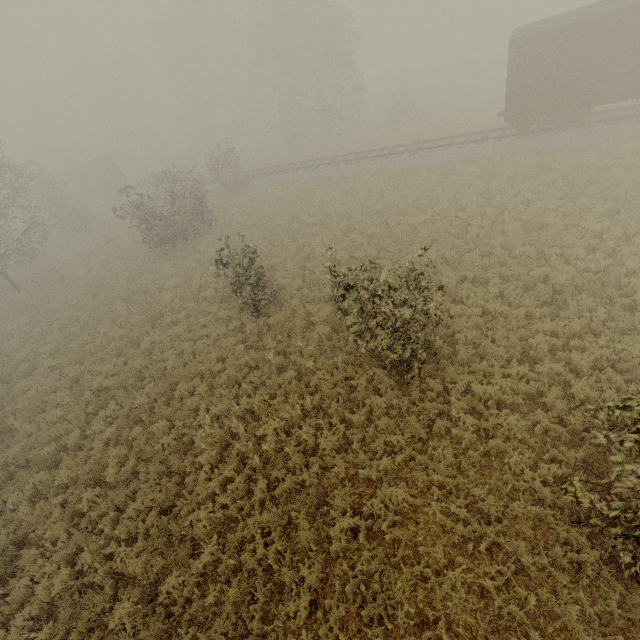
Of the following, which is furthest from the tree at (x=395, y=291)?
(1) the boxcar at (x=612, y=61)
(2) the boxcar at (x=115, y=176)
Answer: (2) the boxcar at (x=115, y=176)

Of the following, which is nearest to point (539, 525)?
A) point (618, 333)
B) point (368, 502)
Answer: point (368, 502)

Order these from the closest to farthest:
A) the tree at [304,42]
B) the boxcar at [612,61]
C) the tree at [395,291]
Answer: the tree at [395,291]
the boxcar at [612,61]
the tree at [304,42]

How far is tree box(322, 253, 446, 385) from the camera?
7.2m

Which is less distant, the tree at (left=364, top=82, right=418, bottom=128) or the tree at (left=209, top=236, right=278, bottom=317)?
the tree at (left=209, top=236, right=278, bottom=317)

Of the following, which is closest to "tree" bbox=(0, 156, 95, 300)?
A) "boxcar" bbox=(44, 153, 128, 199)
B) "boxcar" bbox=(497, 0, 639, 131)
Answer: "boxcar" bbox=(497, 0, 639, 131)
